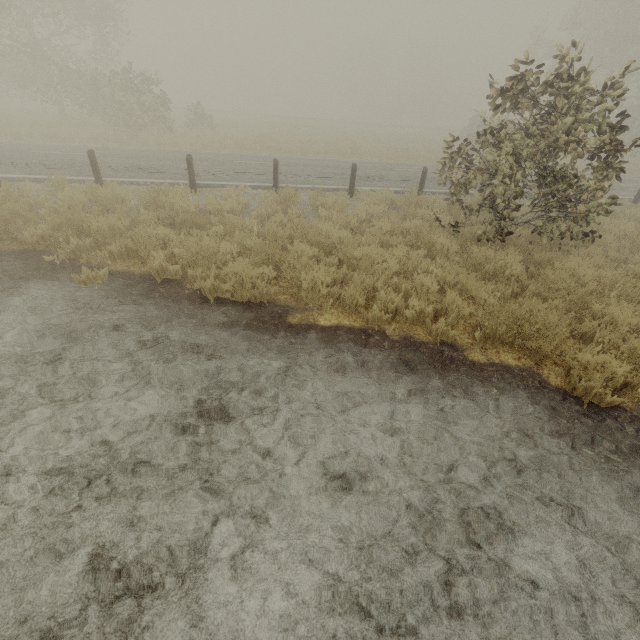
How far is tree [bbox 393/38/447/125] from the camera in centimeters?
5438cm

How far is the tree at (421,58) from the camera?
54.4m

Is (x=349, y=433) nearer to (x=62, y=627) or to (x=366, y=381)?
(x=366, y=381)
